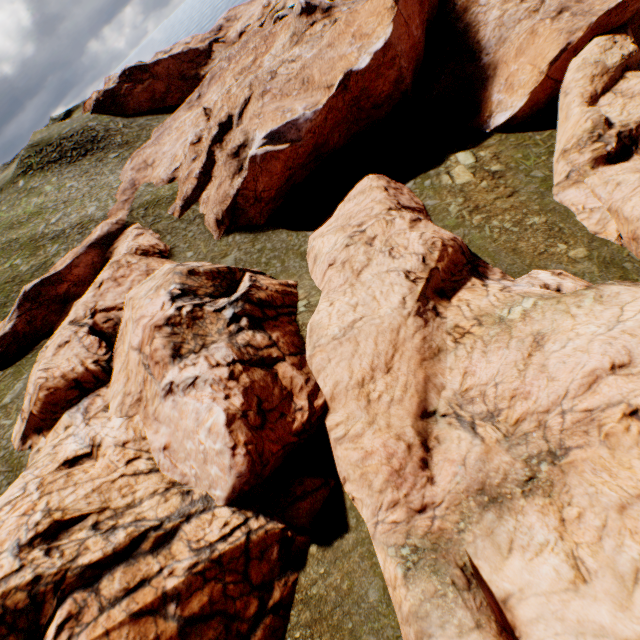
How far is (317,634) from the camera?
12.25m
